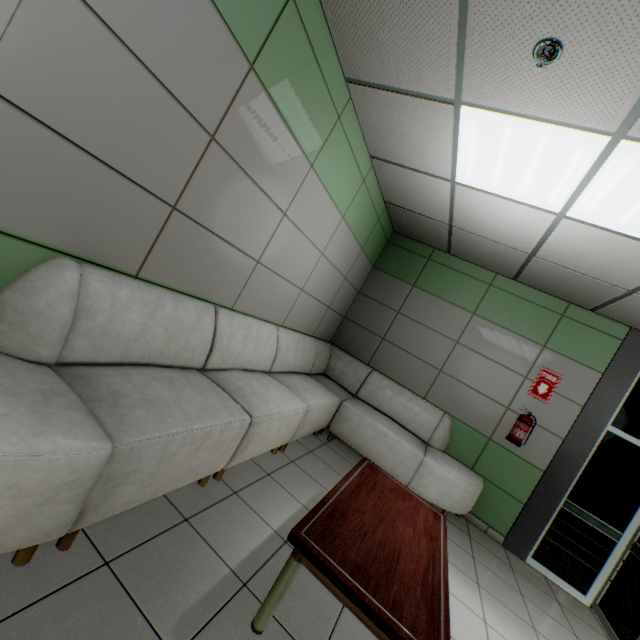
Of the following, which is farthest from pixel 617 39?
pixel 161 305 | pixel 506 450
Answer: pixel 506 450

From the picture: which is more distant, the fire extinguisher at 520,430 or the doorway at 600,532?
the fire extinguisher at 520,430

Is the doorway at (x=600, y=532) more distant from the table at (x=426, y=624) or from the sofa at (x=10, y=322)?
the table at (x=426, y=624)

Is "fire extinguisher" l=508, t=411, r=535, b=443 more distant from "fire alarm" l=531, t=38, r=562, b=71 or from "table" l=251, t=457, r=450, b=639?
"fire alarm" l=531, t=38, r=562, b=71

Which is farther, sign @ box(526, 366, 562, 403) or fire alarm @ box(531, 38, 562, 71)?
sign @ box(526, 366, 562, 403)

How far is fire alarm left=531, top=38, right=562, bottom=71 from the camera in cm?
164

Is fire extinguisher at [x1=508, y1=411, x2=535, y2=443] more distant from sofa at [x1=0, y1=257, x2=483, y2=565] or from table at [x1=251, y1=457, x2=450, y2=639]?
table at [x1=251, y1=457, x2=450, y2=639]

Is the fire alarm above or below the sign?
above
